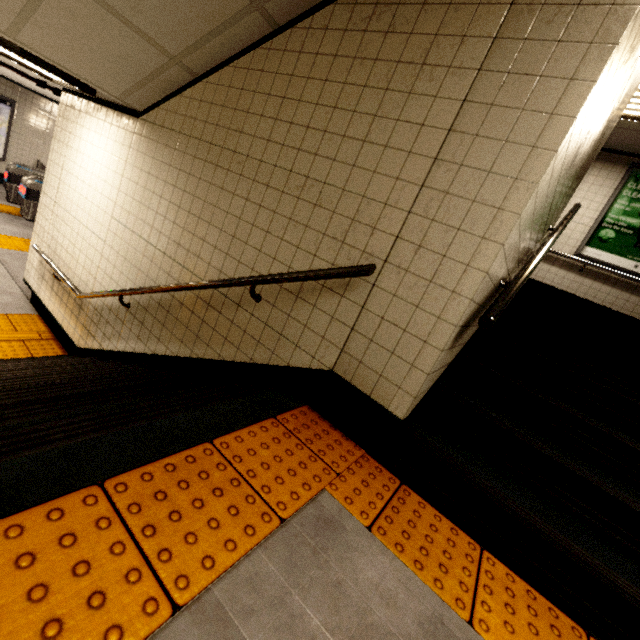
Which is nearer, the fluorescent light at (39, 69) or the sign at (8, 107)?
the fluorescent light at (39, 69)

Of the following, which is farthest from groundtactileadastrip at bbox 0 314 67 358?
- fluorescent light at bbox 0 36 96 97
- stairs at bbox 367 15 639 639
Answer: stairs at bbox 367 15 639 639

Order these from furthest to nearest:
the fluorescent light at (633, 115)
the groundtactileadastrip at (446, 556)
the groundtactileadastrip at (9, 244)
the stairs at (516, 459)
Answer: the groundtactileadastrip at (9, 244), the fluorescent light at (633, 115), the stairs at (516, 459), the groundtactileadastrip at (446, 556)

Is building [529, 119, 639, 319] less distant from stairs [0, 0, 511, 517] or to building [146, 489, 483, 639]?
stairs [0, 0, 511, 517]

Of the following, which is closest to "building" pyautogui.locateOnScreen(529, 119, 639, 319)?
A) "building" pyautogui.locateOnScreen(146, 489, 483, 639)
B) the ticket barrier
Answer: "building" pyautogui.locateOnScreen(146, 489, 483, 639)

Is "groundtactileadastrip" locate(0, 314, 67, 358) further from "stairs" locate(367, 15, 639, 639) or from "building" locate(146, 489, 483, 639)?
"building" locate(146, 489, 483, 639)

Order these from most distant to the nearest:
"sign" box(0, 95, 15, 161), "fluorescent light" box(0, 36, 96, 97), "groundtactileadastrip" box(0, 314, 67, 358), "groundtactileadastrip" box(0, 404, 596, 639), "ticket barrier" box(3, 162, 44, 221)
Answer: "sign" box(0, 95, 15, 161)
"ticket barrier" box(3, 162, 44, 221)
"groundtactileadastrip" box(0, 314, 67, 358)
"fluorescent light" box(0, 36, 96, 97)
"groundtactileadastrip" box(0, 404, 596, 639)

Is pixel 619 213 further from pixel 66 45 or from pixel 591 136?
pixel 66 45
